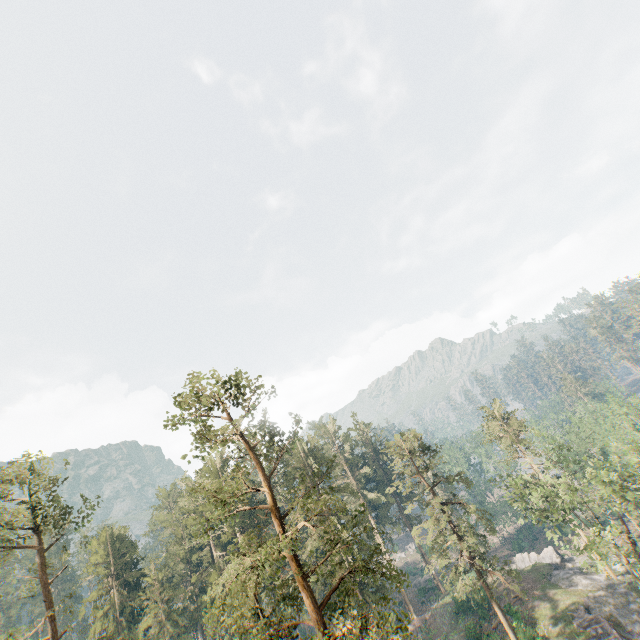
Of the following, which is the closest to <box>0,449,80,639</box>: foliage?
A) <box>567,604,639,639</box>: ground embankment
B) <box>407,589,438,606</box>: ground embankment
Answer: <box>407,589,438,606</box>: ground embankment

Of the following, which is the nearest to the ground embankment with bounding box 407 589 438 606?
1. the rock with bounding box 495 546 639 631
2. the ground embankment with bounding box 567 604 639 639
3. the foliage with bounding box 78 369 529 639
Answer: the foliage with bounding box 78 369 529 639

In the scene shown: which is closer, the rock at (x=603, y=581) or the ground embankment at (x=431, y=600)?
the rock at (x=603, y=581)

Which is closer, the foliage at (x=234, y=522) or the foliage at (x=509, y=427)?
the foliage at (x=234, y=522)

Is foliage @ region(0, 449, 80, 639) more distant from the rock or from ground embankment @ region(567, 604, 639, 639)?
ground embankment @ region(567, 604, 639, 639)

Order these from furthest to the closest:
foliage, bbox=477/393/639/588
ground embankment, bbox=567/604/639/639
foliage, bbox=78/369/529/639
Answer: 1. ground embankment, bbox=567/604/639/639
2. foliage, bbox=477/393/639/588
3. foliage, bbox=78/369/529/639

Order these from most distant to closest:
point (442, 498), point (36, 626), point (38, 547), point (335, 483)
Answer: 1. point (335, 483)
2. point (442, 498)
3. point (38, 547)
4. point (36, 626)

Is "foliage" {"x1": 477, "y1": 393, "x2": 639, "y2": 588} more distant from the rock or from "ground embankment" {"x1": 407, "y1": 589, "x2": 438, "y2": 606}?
"ground embankment" {"x1": 407, "y1": 589, "x2": 438, "y2": 606}
